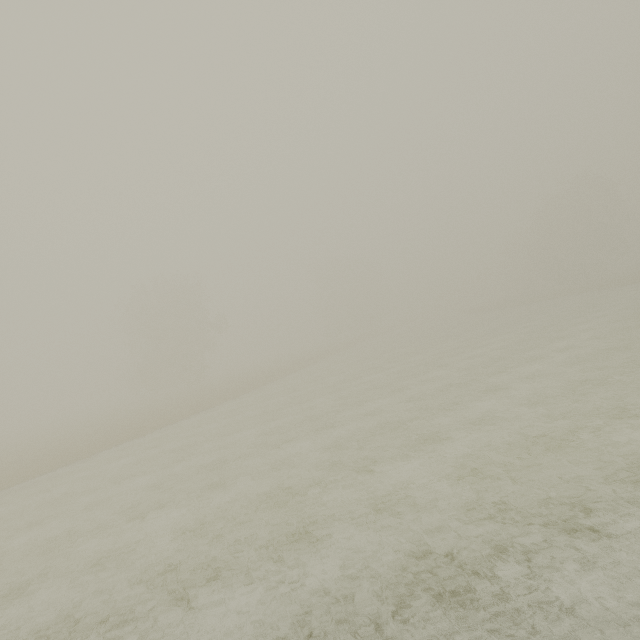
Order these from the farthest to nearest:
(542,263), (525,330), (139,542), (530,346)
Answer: (542,263)
(525,330)
(530,346)
(139,542)
